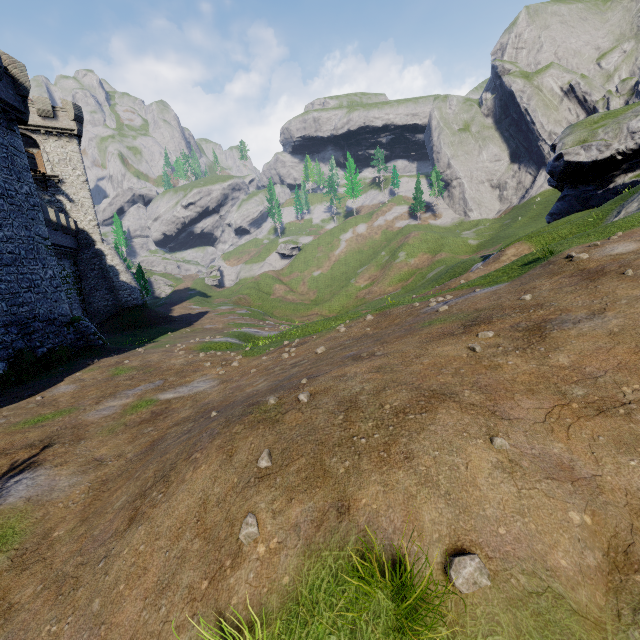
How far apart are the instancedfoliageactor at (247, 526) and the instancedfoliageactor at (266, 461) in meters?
0.6

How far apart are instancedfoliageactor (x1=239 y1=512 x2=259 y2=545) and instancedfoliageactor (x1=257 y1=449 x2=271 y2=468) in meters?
0.6 m

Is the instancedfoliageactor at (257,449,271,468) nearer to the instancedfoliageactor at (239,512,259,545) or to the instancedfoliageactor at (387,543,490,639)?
A: the instancedfoliageactor at (239,512,259,545)

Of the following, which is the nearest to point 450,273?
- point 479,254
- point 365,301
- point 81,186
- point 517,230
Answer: point 479,254

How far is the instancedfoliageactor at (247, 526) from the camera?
3.4m

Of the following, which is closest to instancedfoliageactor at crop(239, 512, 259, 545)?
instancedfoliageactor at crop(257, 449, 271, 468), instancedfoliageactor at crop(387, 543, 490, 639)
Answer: instancedfoliageactor at crop(257, 449, 271, 468)

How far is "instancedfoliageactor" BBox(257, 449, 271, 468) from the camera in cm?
402
